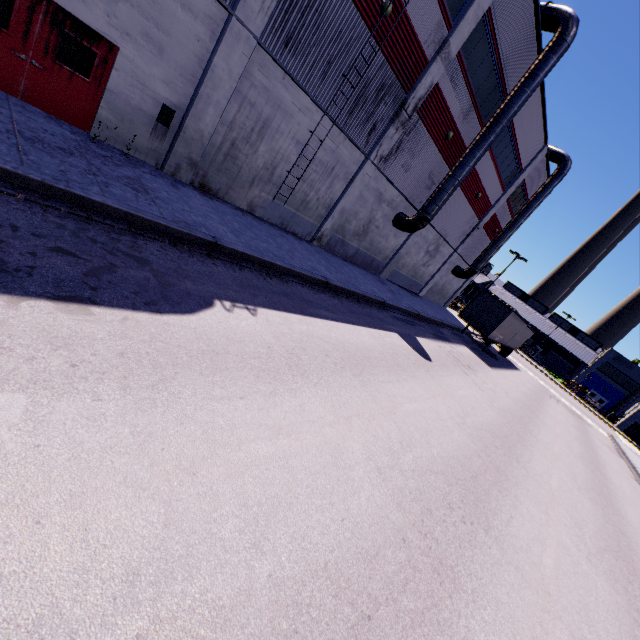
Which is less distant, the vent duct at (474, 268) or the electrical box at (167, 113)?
the electrical box at (167, 113)

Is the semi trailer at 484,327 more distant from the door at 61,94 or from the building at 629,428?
the door at 61,94

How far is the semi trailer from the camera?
23.2 meters

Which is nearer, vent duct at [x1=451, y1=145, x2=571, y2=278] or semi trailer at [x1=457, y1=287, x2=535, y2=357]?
semi trailer at [x1=457, y1=287, x2=535, y2=357]

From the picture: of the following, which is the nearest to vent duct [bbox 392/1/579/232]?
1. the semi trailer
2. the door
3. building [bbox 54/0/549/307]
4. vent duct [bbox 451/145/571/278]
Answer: building [bbox 54/0/549/307]

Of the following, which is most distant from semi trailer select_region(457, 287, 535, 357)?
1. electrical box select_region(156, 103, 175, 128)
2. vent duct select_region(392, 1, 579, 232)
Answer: electrical box select_region(156, 103, 175, 128)

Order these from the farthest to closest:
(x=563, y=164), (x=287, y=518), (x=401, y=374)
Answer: (x=563, y=164), (x=401, y=374), (x=287, y=518)

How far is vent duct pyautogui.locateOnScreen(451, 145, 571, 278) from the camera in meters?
26.5
